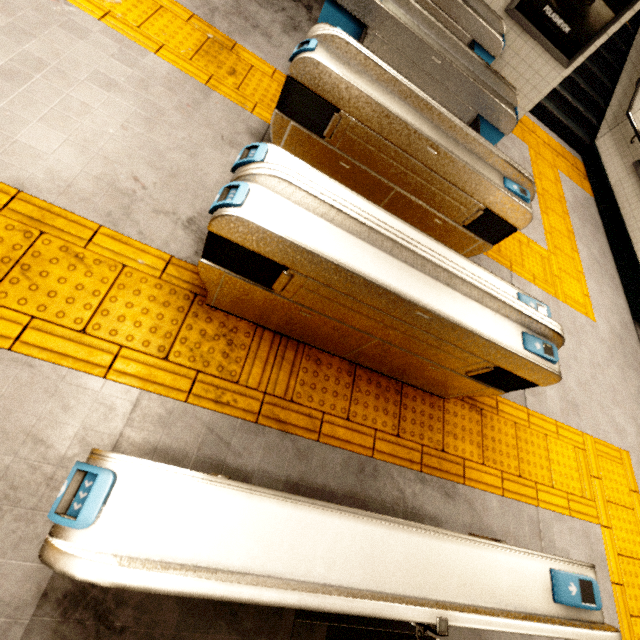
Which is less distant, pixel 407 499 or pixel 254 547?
pixel 254 547

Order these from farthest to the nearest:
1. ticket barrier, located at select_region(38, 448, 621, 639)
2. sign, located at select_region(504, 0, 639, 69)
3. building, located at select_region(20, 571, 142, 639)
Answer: sign, located at select_region(504, 0, 639, 69), building, located at select_region(20, 571, 142, 639), ticket barrier, located at select_region(38, 448, 621, 639)

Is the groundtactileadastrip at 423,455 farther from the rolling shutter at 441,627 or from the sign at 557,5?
the sign at 557,5

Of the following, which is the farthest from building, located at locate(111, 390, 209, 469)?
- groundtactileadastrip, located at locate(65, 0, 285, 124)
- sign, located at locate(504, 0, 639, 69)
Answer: sign, located at locate(504, 0, 639, 69)

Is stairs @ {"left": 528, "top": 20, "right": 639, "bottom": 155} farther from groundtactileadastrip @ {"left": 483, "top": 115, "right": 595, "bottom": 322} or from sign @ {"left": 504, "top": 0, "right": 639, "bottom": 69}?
sign @ {"left": 504, "top": 0, "right": 639, "bottom": 69}

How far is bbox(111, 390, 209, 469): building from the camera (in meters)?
1.73

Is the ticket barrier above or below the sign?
below

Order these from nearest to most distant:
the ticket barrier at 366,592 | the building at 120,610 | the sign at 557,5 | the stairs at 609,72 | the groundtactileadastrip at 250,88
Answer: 1. the ticket barrier at 366,592
2. the building at 120,610
3. the groundtactileadastrip at 250,88
4. the sign at 557,5
5. the stairs at 609,72
